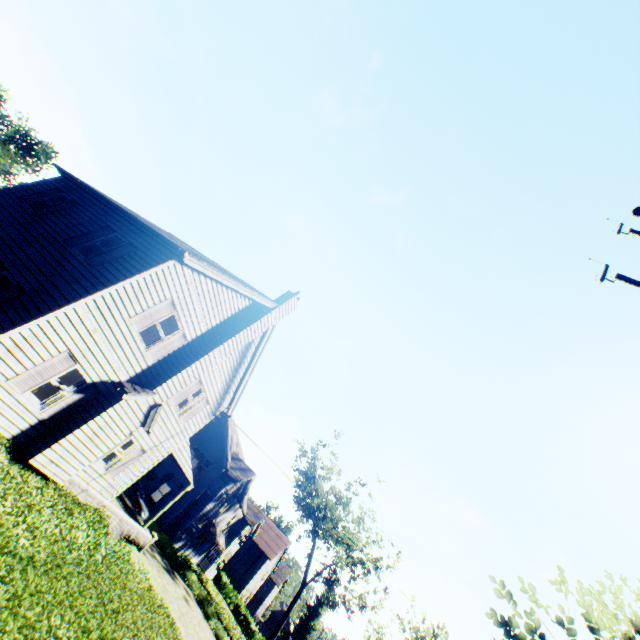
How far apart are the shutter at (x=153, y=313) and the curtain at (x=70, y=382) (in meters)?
1.98

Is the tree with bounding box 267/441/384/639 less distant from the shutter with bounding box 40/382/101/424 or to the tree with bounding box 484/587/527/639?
the tree with bounding box 484/587/527/639

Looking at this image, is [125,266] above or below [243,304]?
below

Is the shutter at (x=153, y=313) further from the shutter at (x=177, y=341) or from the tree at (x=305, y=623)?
the tree at (x=305, y=623)

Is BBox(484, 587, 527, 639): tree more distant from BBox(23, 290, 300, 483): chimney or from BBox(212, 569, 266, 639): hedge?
BBox(212, 569, 266, 639): hedge

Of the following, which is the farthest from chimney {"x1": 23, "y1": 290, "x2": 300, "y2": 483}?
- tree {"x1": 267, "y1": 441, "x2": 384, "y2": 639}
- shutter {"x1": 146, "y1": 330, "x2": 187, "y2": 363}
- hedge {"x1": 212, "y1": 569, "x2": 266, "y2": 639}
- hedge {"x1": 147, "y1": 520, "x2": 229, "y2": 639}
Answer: hedge {"x1": 212, "y1": 569, "x2": 266, "y2": 639}

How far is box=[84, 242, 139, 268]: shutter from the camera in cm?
1082

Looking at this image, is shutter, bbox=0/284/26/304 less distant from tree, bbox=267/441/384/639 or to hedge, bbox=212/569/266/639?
tree, bbox=267/441/384/639
